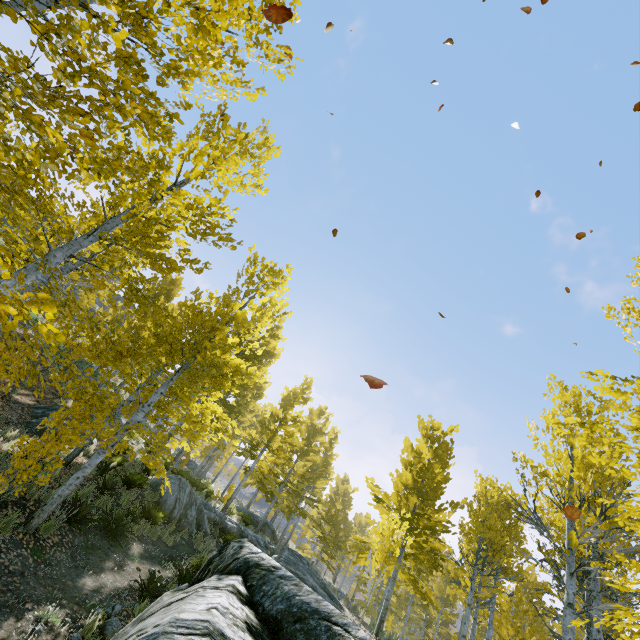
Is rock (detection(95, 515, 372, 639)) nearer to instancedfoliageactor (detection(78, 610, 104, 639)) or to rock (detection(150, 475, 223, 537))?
instancedfoliageactor (detection(78, 610, 104, 639))

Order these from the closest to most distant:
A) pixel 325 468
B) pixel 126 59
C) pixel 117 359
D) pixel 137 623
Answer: pixel 137 623 → pixel 126 59 → pixel 117 359 → pixel 325 468

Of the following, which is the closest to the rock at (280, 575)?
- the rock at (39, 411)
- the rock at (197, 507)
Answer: the rock at (197, 507)

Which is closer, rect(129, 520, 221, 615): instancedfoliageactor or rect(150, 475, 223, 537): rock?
rect(129, 520, 221, 615): instancedfoliageactor

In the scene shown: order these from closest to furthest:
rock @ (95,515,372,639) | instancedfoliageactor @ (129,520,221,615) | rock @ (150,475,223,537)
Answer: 1. rock @ (95,515,372,639)
2. instancedfoliageactor @ (129,520,221,615)
3. rock @ (150,475,223,537)

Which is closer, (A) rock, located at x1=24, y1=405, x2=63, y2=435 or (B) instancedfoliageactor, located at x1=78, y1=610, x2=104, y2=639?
(B) instancedfoliageactor, located at x1=78, y1=610, x2=104, y2=639

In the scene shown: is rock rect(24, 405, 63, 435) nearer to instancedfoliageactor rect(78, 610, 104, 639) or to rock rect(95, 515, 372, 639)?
instancedfoliageactor rect(78, 610, 104, 639)

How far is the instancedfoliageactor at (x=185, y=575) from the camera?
6.8 meters
